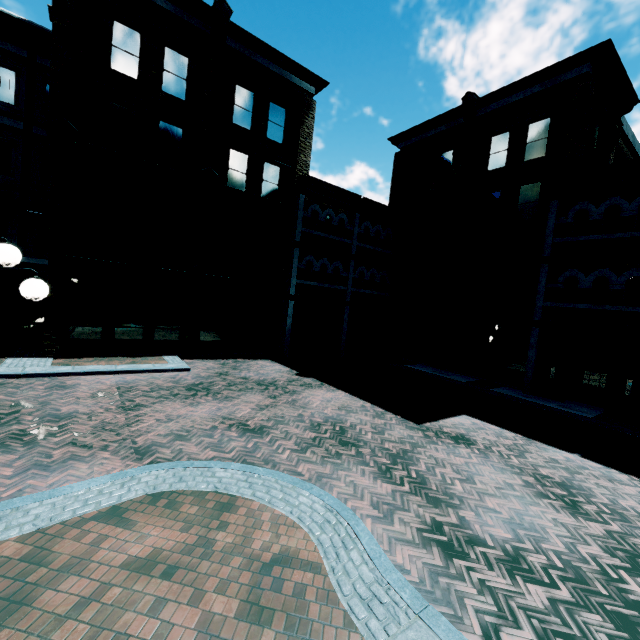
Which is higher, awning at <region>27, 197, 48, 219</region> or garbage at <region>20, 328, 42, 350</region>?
awning at <region>27, 197, 48, 219</region>

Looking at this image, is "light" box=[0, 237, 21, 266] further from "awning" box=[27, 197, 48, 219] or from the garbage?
"awning" box=[27, 197, 48, 219]

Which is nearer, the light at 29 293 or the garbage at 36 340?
the light at 29 293

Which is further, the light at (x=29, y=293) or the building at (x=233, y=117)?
the building at (x=233, y=117)

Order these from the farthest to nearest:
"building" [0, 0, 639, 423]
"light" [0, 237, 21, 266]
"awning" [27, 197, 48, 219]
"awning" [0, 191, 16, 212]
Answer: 1. "awning" [27, 197, 48, 219]
2. "awning" [0, 191, 16, 212]
3. "building" [0, 0, 639, 423]
4. "light" [0, 237, 21, 266]

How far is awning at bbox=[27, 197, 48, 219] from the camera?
13.7 meters

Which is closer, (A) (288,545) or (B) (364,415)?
(A) (288,545)
